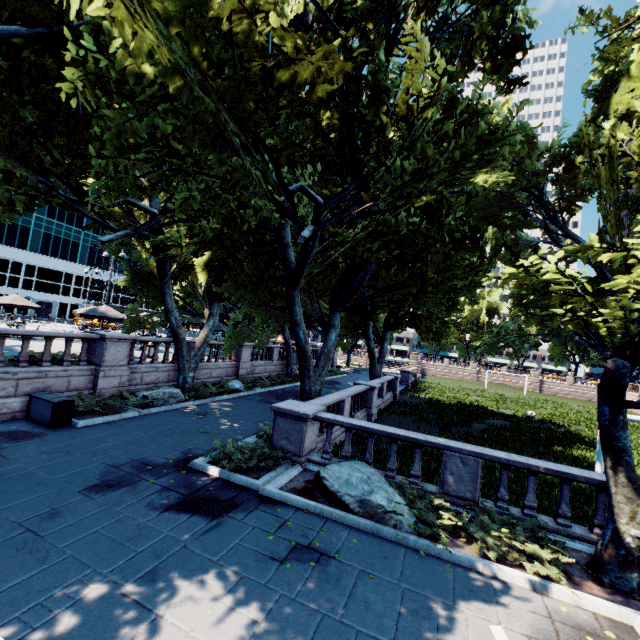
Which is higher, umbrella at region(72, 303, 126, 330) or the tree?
the tree

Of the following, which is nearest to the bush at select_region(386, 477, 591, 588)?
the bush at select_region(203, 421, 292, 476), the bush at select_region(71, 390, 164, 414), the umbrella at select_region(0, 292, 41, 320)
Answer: the bush at select_region(203, 421, 292, 476)

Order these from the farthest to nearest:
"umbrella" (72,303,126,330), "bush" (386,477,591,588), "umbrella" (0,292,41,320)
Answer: "umbrella" (0,292,41,320), "umbrella" (72,303,126,330), "bush" (386,477,591,588)

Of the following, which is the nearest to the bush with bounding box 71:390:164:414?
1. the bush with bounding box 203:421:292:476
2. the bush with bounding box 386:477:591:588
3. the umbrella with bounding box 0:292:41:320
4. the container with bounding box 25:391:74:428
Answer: the container with bounding box 25:391:74:428

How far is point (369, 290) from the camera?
30.0 meters

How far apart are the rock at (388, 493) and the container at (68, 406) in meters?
8.9

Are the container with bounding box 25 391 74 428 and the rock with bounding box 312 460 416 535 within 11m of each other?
yes

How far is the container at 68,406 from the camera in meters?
10.8
